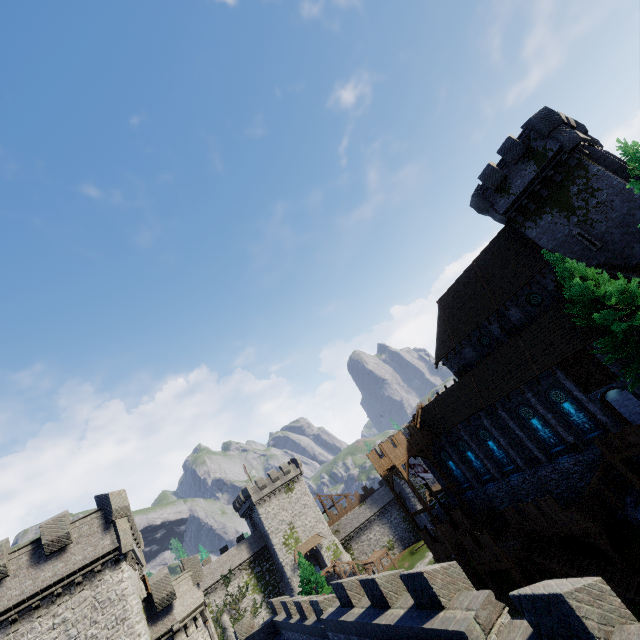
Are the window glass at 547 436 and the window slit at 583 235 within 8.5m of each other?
no

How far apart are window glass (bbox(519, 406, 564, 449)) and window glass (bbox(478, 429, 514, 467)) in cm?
349

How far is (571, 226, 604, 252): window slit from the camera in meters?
22.7 m

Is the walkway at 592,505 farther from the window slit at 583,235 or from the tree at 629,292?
the window slit at 583,235

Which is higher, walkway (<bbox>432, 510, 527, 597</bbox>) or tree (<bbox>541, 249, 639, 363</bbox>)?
tree (<bbox>541, 249, 639, 363</bbox>)

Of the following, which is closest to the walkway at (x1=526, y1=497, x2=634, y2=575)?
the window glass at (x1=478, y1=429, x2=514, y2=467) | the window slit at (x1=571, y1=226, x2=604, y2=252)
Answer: the window glass at (x1=478, y1=429, x2=514, y2=467)

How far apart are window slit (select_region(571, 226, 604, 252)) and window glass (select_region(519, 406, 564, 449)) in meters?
12.6

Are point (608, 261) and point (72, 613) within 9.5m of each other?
no
